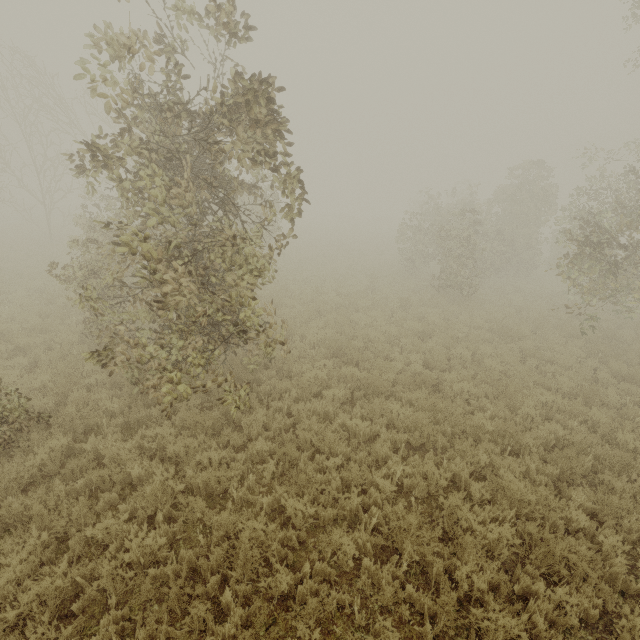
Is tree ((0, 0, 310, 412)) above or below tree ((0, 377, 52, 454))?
above

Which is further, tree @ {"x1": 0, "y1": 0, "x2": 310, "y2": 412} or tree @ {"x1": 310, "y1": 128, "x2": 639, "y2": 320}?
tree @ {"x1": 310, "y1": 128, "x2": 639, "y2": 320}

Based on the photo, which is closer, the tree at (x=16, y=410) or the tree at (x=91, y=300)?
the tree at (x=91, y=300)

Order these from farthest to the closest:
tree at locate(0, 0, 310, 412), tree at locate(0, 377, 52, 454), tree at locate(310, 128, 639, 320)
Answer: tree at locate(310, 128, 639, 320), tree at locate(0, 377, 52, 454), tree at locate(0, 0, 310, 412)

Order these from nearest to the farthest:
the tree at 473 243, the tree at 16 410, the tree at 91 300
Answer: the tree at 91 300
the tree at 16 410
the tree at 473 243

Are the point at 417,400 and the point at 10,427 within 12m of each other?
yes
